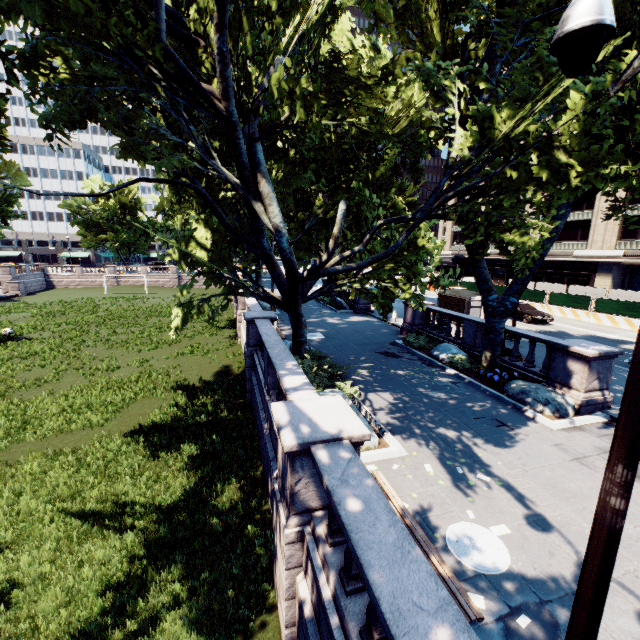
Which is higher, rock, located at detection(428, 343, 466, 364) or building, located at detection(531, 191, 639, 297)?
building, located at detection(531, 191, 639, 297)

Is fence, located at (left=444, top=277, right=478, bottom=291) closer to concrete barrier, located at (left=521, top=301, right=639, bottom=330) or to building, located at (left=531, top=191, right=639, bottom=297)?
concrete barrier, located at (left=521, top=301, right=639, bottom=330)

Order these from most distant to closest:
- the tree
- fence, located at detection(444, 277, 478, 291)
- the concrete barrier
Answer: fence, located at detection(444, 277, 478, 291) → the concrete barrier → the tree

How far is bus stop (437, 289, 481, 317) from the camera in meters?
22.2 m

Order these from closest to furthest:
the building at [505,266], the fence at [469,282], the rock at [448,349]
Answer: the rock at [448,349] < the fence at [469,282] < the building at [505,266]

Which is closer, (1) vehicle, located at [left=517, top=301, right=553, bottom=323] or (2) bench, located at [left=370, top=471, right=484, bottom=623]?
(2) bench, located at [left=370, top=471, right=484, bottom=623]

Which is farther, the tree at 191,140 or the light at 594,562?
the tree at 191,140

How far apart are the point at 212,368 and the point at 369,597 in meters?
18.4
